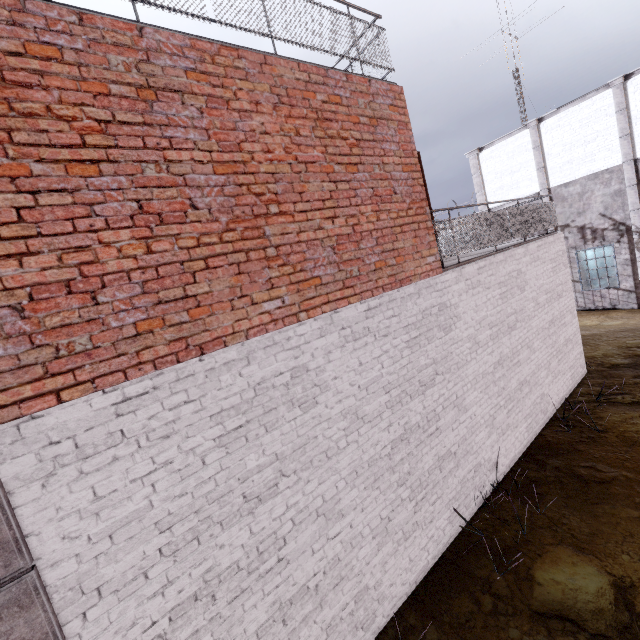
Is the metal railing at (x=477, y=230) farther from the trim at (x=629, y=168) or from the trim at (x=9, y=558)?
the trim at (x=629, y=168)

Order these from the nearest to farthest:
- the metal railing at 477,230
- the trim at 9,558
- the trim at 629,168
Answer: the trim at 9,558
the metal railing at 477,230
the trim at 629,168

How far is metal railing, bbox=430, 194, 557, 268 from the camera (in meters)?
5.81

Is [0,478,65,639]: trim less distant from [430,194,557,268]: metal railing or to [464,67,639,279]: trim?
[430,194,557,268]: metal railing

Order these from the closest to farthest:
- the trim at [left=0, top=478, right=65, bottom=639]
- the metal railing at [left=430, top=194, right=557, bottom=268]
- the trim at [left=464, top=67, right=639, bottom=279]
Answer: the trim at [left=0, top=478, right=65, bottom=639] → the metal railing at [left=430, top=194, right=557, bottom=268] → the trim at [left=464, top=67, right=639, bottom=279]

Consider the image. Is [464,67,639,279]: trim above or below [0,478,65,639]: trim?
above

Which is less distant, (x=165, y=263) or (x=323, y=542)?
(x=165, y=263)

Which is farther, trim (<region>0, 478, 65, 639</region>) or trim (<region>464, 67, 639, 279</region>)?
trim (<region>464, 67, 639, 279</region>)
